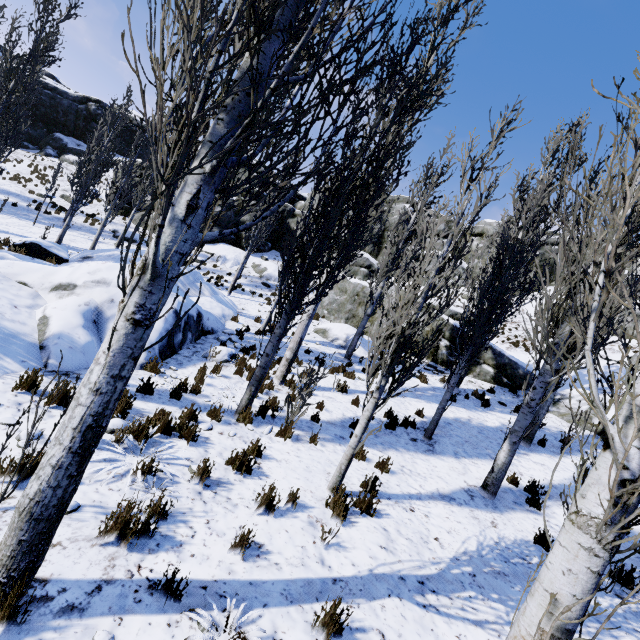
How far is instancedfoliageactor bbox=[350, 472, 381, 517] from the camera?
5.0m

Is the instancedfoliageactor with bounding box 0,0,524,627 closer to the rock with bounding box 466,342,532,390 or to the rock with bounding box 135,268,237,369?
the rock with bounding box 135,268,237,369

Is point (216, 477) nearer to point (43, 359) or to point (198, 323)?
point (43, 359)

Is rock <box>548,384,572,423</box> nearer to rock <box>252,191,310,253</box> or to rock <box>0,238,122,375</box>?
rock <box>0,238,122,375</box>

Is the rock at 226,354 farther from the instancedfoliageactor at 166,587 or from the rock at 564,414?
the rock at 564,414

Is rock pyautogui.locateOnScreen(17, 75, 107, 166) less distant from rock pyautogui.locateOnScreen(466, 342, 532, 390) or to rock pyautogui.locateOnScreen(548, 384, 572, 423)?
rock pyautogui.locateOnScreen(466, 342, 532, 390)

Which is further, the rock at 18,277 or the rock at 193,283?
→ the rock at 193,283
